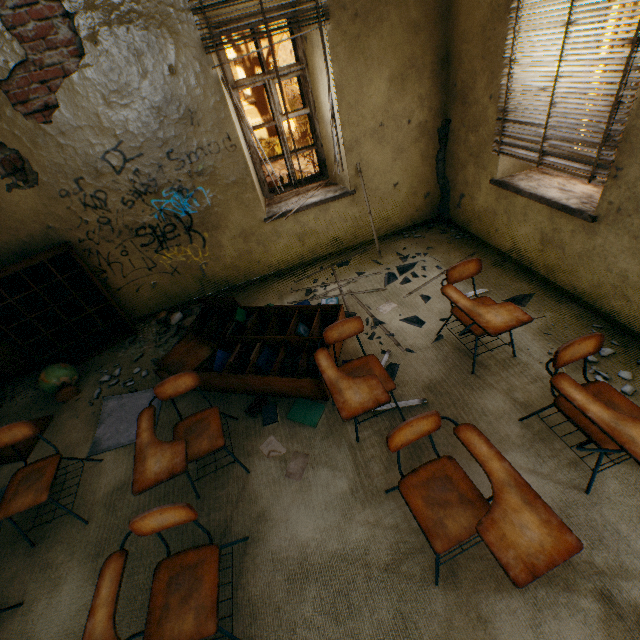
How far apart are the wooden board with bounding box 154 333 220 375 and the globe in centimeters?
116cm

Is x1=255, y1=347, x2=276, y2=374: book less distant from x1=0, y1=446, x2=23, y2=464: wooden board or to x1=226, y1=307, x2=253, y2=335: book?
x1=226, y1=307, x2=253, y2=335: book

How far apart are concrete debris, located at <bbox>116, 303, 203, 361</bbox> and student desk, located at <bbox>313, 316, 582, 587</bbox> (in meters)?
2.77

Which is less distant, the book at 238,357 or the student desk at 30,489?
the student desk at 30,489

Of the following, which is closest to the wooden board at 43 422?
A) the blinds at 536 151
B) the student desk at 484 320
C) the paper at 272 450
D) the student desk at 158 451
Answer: the student desk at 158 451

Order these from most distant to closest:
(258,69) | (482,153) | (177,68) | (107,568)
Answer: (258,69) < (482,153) < (177,68) < (107,568)

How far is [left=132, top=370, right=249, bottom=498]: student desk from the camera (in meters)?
1.91

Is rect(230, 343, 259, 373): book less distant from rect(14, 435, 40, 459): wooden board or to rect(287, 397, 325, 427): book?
rect(287, 397, 325, 427): book
